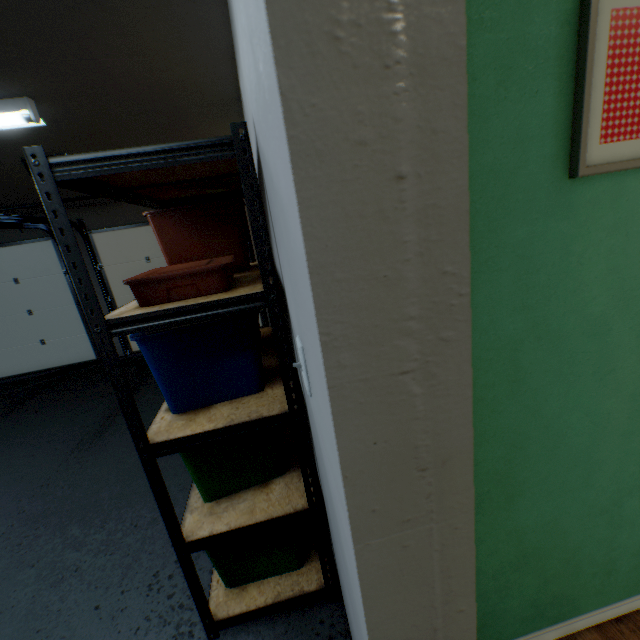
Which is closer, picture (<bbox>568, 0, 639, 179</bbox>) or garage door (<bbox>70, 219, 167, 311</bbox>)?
picture (<bbox>568, 0, 639, 179</bbox>)

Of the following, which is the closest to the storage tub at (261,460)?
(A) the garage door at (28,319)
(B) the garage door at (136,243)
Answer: (B) the garage door at (136,243)

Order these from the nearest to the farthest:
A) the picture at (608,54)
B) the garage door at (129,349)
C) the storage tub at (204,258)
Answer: the picture at (608,54)
the storage tub at (204,258)
the garage door at (129,349)

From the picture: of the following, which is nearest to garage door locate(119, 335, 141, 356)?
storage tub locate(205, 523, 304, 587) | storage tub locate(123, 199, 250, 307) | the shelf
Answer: the shelf

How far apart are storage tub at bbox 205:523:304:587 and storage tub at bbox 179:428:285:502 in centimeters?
11cm

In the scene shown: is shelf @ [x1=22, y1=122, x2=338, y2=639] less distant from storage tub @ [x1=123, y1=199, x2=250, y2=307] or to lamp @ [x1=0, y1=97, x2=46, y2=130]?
storage tub @ [x1=123, y1=199, x2=250, y2=307]

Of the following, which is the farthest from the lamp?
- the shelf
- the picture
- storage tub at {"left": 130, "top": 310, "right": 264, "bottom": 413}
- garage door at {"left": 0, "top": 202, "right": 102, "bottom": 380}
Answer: the picture

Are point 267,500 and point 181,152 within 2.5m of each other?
yes
